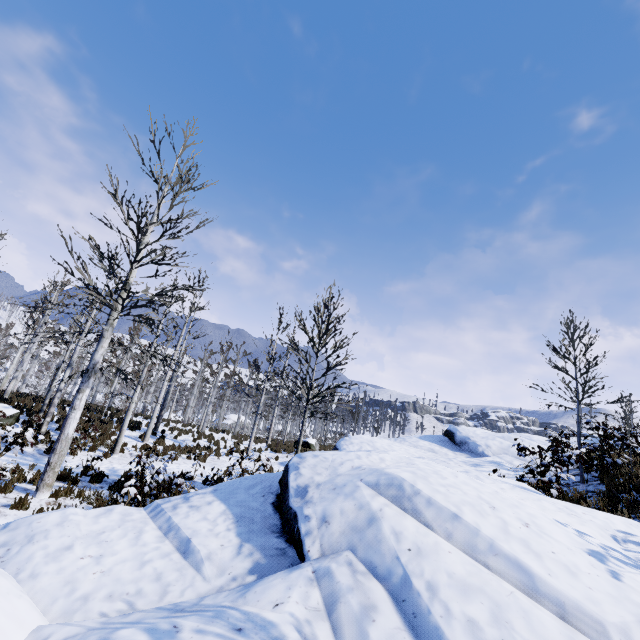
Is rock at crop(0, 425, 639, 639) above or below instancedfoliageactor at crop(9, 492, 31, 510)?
above

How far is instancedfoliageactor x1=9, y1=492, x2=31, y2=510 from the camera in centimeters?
710cm

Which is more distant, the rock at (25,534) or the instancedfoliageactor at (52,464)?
the instancedfoliageactor at (52,464)

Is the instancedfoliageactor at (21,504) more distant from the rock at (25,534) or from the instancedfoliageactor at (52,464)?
the instancedfoliageactor at (52,464)

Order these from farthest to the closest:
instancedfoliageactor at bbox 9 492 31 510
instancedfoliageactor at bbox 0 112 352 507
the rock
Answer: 1. instancedfoliageactor at bbox 0 112 352 507
2. instancedfoliageactor at bbox 9 492 31 510
3. the rock

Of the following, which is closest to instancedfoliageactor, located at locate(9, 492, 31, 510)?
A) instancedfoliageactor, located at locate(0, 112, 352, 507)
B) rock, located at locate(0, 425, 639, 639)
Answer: rock, located at locate(0, 425, 639, 639)

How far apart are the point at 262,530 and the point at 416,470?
2.4 meters

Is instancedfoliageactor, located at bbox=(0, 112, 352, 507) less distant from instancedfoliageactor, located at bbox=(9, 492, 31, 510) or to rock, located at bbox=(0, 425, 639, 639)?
instancedfoliageactor, located at bbox=(9, 492, 31, 510)
